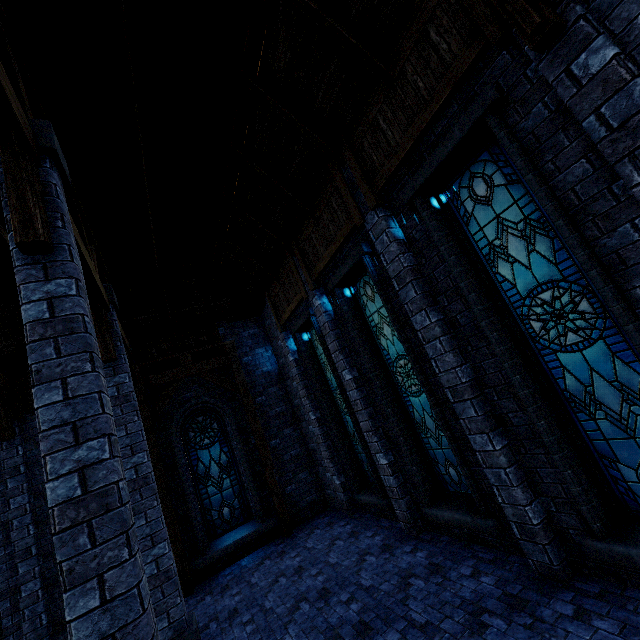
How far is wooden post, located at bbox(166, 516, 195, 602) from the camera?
8.15m

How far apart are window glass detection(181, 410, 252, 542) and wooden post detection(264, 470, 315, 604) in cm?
76

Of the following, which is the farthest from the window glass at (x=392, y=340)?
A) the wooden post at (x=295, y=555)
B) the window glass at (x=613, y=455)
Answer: the wooden post at (x=295, y=555)

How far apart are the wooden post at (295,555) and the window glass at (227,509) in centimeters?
76cm

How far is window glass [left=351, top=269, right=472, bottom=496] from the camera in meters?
5.9 m

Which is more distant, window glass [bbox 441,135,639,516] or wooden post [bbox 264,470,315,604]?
wooden post [bbox 264,470,315,604]

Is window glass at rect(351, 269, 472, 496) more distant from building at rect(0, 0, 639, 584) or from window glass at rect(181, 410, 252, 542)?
window glass at rect(181, 410, 252, 542)

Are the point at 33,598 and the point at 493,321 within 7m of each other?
no
